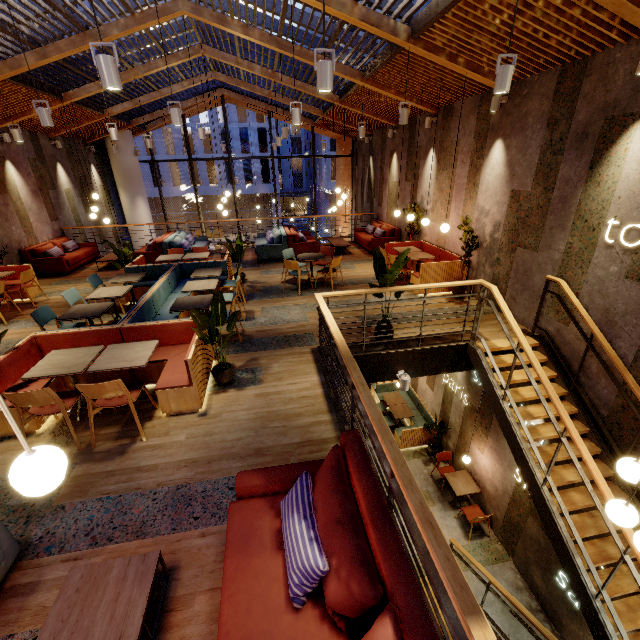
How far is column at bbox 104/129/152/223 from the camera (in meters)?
14.62

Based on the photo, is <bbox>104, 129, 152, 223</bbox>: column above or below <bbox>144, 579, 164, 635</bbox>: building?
above

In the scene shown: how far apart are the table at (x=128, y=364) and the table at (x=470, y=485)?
7.3 meters

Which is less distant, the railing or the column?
the railing

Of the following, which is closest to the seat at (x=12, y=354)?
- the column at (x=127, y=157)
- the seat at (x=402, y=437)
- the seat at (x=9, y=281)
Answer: the seat at (x=9, y=281)

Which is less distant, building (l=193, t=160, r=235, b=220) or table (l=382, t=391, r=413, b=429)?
table (l=382, t=391, r=413, b=429)

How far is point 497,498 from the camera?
7.5m

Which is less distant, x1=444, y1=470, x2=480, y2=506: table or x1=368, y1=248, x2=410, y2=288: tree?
x1=368, y1=248, x2=410, y2=288: tree
